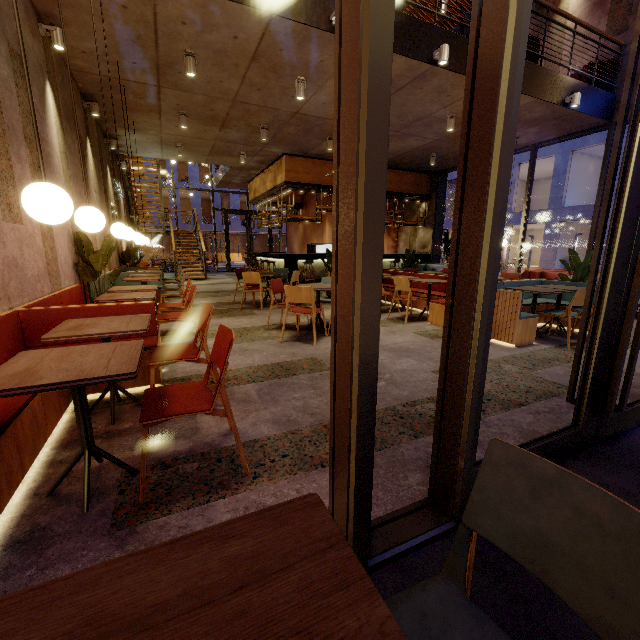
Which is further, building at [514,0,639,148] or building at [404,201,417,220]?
building at [404,201,417,220]

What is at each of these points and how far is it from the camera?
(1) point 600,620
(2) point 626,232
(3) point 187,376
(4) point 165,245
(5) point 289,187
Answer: (1) chair, 0.6 meters
(2) door, 1.9 meters
(3) building, 3.5 meters
(4) building, 38.9 meters
(5) bar shelf, 11.9 meters

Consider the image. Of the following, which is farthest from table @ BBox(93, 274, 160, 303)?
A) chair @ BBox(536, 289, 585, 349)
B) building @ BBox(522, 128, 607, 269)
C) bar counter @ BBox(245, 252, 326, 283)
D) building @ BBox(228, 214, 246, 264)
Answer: building @ BBox(228, 214, 246, 264)

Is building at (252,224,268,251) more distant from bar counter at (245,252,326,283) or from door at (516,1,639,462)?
door at (516,1,639,462)

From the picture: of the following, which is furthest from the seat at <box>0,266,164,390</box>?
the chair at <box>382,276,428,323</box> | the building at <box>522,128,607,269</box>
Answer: the building at <box>522,128,607,269</box>

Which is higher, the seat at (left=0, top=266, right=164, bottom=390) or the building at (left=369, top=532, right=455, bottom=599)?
the seat at (left=0, top=266, right=164, bottom=390)

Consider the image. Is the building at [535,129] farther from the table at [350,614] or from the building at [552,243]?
the building at [552,243]

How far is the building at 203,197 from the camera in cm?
3297
